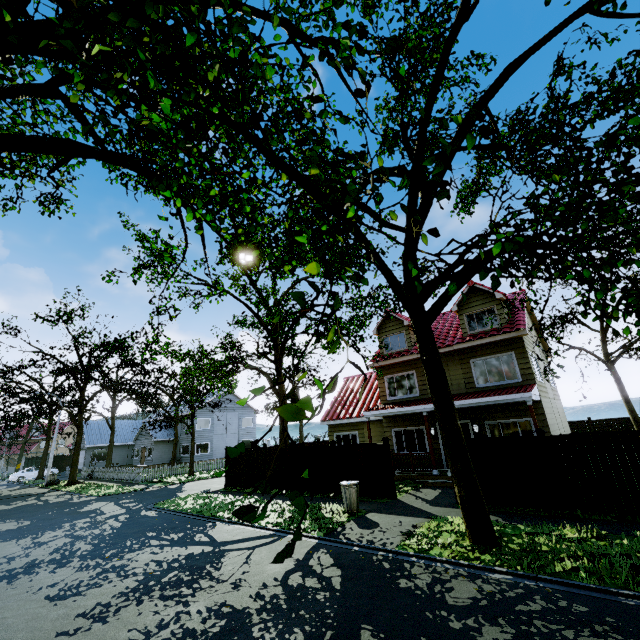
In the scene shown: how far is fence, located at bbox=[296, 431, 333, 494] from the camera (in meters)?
14.61

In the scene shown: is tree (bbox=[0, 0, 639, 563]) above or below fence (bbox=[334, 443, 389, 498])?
above

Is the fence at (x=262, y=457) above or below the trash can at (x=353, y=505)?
above

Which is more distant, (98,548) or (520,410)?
(520,410)

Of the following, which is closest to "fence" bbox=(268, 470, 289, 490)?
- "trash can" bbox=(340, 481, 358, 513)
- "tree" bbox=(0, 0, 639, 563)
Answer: "tree" bbox=(0, 0, 639, 563)

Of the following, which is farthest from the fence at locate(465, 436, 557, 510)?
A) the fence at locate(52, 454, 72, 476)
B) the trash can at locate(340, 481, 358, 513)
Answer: the trash can at locate(340, 481, 358, 513)

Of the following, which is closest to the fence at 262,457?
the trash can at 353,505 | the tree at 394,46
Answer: the tree at 394,46
